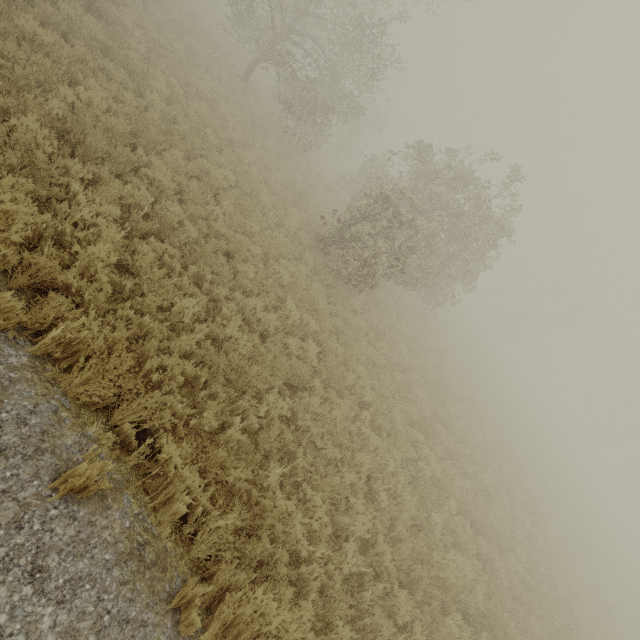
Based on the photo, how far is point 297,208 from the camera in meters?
13.9 m

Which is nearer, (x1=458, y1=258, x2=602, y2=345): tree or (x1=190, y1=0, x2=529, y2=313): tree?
(x1=190, y1=0, x2=529, y2=313): tree

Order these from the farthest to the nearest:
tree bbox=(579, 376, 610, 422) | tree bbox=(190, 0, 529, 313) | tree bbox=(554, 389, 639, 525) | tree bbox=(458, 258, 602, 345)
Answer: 1. tree bbox=(579, 376, 610, 422)
2. tree bbox=(554, 389, 639, 525)
3. tree bbox=(458, 258, 602, 345)
4. tree bbox=(190, 0, 529, 313)

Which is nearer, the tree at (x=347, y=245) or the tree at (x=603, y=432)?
the tree at (x=347, y=245)

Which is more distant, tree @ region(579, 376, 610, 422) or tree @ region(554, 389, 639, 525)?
tree @ region(579, 376, 610, 422)

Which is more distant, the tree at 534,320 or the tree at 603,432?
the tree at 603,432

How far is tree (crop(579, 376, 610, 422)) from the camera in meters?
40.5 m
